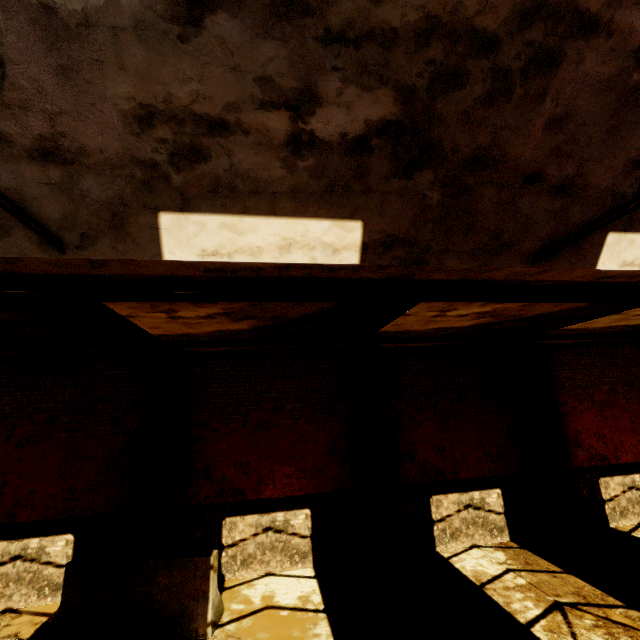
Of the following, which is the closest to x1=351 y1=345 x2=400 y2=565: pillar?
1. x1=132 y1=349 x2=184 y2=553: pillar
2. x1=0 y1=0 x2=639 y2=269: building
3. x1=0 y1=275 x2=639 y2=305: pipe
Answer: x1=0 y1=275 x2=639 y2=305: pipe

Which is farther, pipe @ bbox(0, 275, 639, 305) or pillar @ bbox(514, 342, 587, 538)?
pillar @ bbox(514, 342, 587, 538)

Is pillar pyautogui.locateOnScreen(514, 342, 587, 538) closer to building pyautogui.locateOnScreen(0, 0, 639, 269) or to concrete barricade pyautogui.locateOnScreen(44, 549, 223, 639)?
building pyautogui.locateOnScreen(0, 0, 639, 269)

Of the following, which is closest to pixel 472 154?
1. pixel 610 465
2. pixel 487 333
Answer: pixel 487 333

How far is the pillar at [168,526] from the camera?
6.70m

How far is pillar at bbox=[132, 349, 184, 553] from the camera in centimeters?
670cm

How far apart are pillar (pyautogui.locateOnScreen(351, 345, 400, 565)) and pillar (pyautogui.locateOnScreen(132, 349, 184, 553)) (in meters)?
4.21

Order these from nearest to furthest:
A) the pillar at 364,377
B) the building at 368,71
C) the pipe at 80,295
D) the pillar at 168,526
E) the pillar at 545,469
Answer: the building at 368,71, the pipe at 80,295, the pillar at 168,526, the pillar at 364,377, the pillar at 545,469
